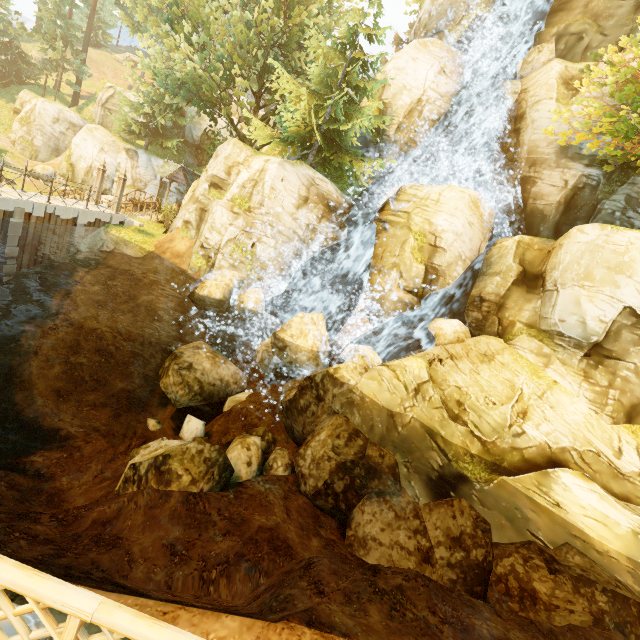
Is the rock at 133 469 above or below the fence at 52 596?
below

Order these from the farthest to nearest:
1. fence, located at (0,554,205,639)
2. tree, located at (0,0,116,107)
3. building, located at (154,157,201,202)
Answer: tree, located at (0,0,116,107)
building, located at (154,157,201,202)
fence, located at (0,554,205,639)

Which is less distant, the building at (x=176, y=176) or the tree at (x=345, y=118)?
the tree at (x=345, y=118)

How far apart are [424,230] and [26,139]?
46.27m

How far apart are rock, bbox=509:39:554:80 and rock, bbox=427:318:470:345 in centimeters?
1515cm

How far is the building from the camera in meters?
27.5

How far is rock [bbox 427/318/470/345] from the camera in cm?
1491

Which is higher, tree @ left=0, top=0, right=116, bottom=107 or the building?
tree @ left=0, top=0, right=116, bottom=107
